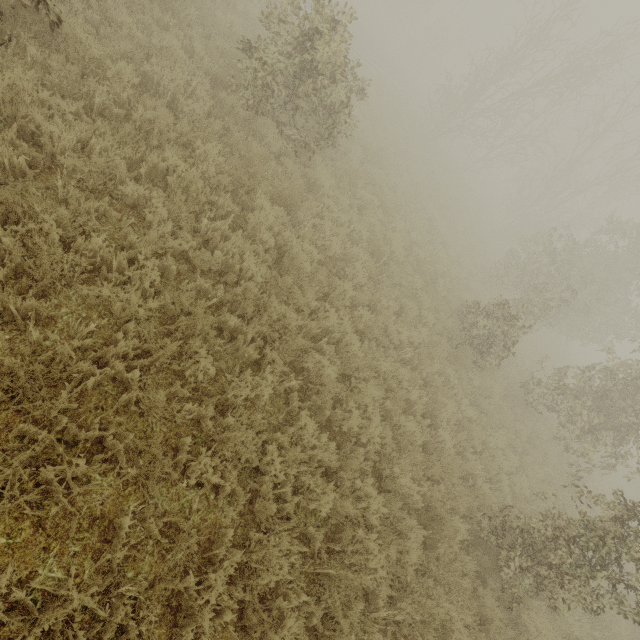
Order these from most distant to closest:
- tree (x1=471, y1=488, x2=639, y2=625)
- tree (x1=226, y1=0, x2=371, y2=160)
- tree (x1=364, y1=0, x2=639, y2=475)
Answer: tree (x1=364, y1=0, x2=639, y2=475), tree (x1=226, y1=0, x2=371, y2=160), tree (x1=471, y1=488, x2=639, y2=625)

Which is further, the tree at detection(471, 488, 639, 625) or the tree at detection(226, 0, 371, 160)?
the tree at detection(226, 0, 371, 160)

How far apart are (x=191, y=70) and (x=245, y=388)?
7.0 meters

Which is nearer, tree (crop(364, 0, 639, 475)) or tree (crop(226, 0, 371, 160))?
tree (crop(226, 0, 371, 160))

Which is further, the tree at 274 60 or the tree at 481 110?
the tree at 481 110
